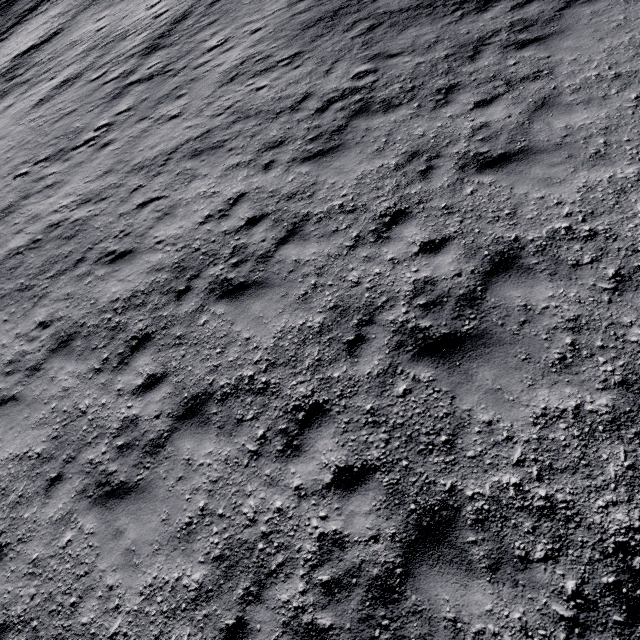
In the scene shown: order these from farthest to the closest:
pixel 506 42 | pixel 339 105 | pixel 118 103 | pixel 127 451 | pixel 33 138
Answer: →
pixel 33 138
pixel 118 103
pixel 339 105
pixel 506 42
pixel 127 451
